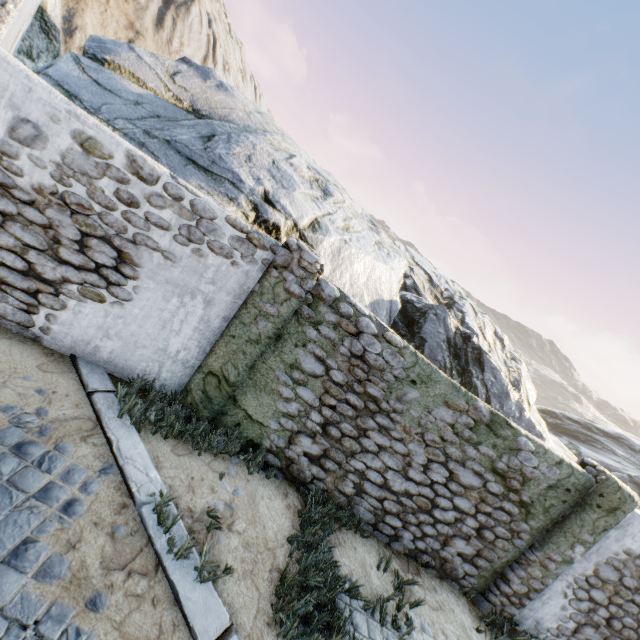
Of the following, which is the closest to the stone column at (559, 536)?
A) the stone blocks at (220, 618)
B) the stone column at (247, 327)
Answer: the stone blocks at (220, 618)

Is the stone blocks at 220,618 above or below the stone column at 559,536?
below

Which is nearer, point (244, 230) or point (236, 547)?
point (236, 547)

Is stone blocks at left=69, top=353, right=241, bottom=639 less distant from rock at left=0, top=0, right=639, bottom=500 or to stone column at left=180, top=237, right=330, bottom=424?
rock at left=0, top=0, right=639, bottom=500

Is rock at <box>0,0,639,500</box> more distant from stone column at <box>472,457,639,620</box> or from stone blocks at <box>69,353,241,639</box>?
stone column at <box>472,457,639,620</box>

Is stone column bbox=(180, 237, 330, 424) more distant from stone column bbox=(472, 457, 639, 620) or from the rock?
stone column bbox=(472, 457, 639, 620)

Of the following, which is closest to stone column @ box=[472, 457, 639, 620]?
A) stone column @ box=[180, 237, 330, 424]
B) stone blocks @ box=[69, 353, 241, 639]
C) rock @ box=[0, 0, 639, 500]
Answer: rock @ box=[0, 0, 639, 500]

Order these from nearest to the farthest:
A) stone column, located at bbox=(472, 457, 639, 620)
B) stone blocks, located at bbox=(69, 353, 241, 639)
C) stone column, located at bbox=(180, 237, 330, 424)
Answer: stone blocks, located at bbox=(69, 353, 241, 639)
stone column, located at bbox=(180, 237, 330, 424)
stone column, located at bbox=(472, 457, 639, 620)
